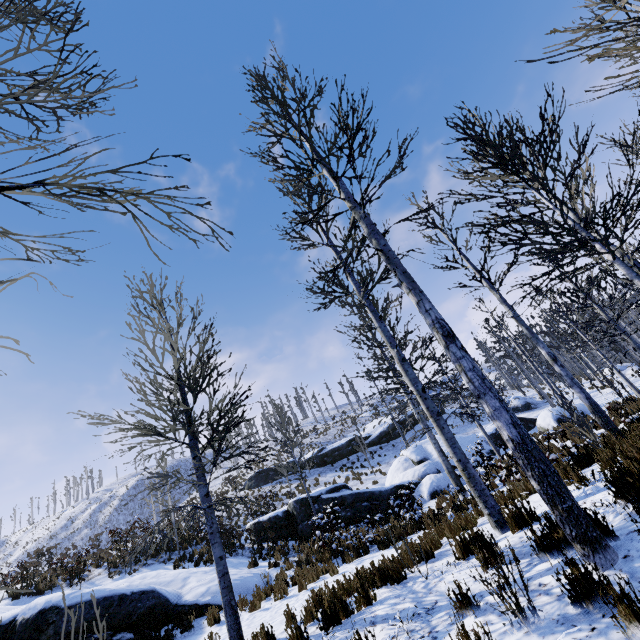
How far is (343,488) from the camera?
17.7 meters

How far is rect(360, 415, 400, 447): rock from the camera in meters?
34.2 m

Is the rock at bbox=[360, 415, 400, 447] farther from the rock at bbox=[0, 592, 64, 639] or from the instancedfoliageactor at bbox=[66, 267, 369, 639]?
the rock at bbox=[0, 592, 64, 639]

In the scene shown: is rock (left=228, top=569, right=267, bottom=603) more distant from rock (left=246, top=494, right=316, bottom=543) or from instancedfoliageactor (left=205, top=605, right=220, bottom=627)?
instancedfoliageactor (left=205, top=605, right=220, bottom=627)

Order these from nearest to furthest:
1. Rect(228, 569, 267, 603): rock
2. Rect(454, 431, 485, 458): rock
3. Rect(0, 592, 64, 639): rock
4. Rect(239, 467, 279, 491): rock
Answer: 1. Rect(0, 592, 64, 639): rock
2. Rect(228, 569, 267, 603): rock
3. Rect(454, 431, 485, 458): rock
4. Rect(239, 467, 279, 491): rock

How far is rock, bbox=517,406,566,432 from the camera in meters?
20.4 m

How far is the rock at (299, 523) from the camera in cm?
1605

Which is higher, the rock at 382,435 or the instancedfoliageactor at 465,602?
the rock at 382,435
